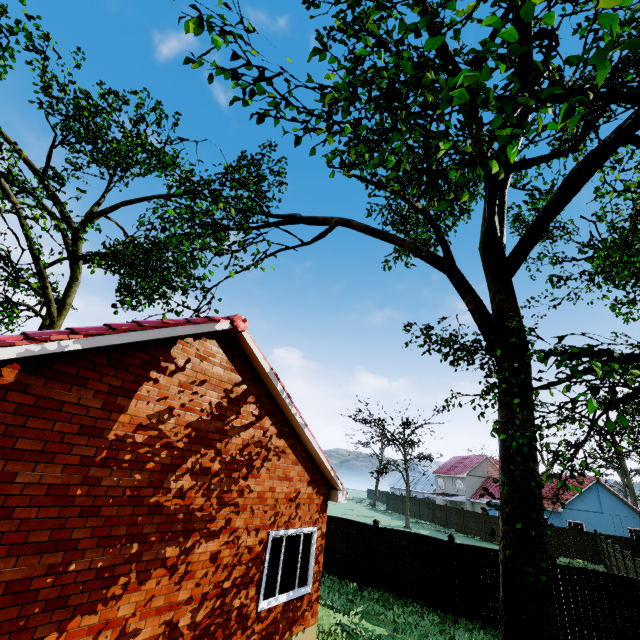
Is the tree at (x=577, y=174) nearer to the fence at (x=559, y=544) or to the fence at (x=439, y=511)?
the fence at (x=559, y=544)

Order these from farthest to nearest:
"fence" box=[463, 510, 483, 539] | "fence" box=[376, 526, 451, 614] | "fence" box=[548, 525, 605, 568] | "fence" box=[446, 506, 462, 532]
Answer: "fence" box=[446, 506, 462, 532] < "fence" box=[463, 510, 483, 539] < "fence" box=[548, 525, 605, 568] < "fence" box=[376, 526, 451, 614]

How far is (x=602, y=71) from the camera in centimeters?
239cm

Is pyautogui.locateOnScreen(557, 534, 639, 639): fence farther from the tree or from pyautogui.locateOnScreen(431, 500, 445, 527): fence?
the tree

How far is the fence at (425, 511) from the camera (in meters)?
41.72

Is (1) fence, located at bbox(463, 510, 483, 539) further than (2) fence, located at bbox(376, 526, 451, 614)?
Yes

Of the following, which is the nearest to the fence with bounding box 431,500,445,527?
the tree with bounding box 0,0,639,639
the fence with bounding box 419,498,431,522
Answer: the fence with bounding box 419,498,431,522
